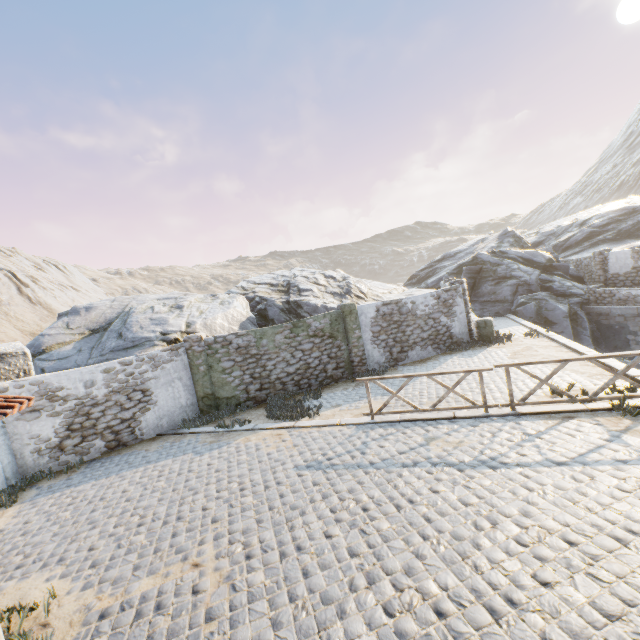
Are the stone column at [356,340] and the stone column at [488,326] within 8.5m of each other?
yes

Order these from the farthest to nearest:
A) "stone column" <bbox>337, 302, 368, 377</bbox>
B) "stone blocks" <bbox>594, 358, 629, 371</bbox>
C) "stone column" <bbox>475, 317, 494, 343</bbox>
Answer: "stone column" <bbox>475, 317, 494, 343</bbox>
"stone column" <bbox>337, 302, 368, 377</bbox>
"stone blocks" <bbox>594, 358, 629, 371</bbox>

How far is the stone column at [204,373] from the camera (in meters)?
11.95

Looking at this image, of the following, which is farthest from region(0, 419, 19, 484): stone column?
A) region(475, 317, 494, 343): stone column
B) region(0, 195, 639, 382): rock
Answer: region(475, 317, 494, 343): stone column

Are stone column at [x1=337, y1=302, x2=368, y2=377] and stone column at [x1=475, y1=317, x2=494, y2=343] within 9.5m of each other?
yes

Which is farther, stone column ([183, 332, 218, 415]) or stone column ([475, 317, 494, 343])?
stone column ([475, 317, 494, 343])

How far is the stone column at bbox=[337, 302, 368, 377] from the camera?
13.6m

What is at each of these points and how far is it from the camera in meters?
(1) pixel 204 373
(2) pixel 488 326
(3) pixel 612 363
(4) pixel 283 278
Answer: (1) stone column, 12.0
(2) stone column, 15.0
(3) stone blocks, 9.4
(4) rock, 24.3
